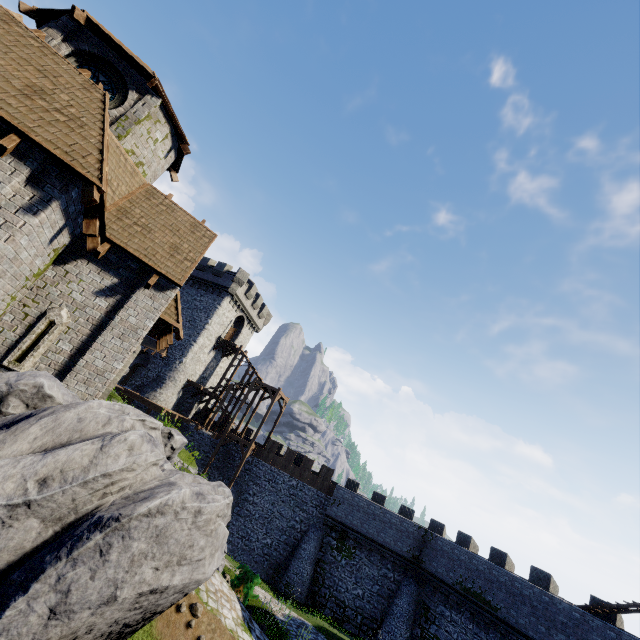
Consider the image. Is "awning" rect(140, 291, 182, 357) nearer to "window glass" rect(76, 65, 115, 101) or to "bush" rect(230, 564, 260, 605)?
"window glass" rect(76, 65, 115, 101)

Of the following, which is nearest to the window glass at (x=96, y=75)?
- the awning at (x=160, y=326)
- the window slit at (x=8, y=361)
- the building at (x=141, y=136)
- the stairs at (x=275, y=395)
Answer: the building at (x=141, y=136)

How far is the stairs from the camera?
33.50m

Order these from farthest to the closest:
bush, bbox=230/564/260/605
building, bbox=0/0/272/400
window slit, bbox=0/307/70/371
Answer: bush, bbox=230/564/260/605 < window slit, bbox=0/307/70/371 < building, bbox=0/0/272/400

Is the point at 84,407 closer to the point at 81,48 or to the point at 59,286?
the point at 59,286

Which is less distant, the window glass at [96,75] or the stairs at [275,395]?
the window glass at [96,75]

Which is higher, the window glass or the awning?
the window glass

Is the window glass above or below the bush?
above
